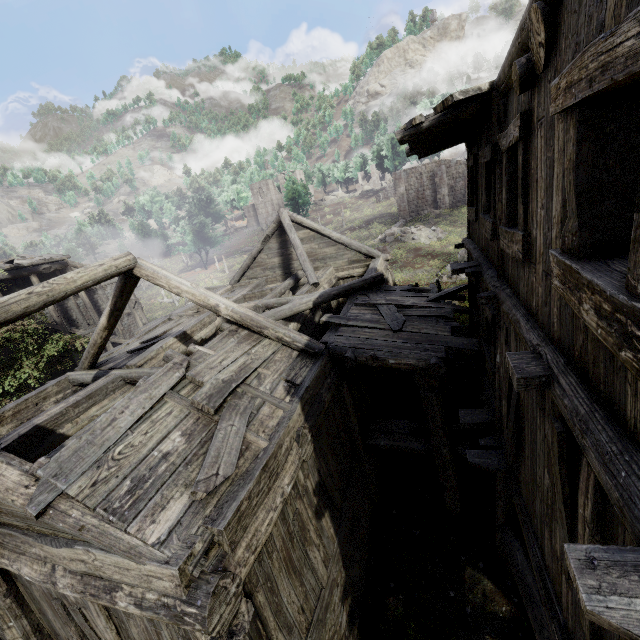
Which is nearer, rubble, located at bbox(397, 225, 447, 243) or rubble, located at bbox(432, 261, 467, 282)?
rubble, located at bbox(432, 261, 467, 282)

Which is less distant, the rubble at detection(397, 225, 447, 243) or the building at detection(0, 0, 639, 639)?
the building at detection(0, 0, 639, 639)

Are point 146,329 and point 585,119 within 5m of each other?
no

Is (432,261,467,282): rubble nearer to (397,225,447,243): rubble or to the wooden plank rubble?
(397,225,447,243): rubble

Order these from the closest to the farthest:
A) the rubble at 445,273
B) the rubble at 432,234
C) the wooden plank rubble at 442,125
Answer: the wooden plank rubble at 442,125 < the rubble at 445,273 < the rubble at 432,234

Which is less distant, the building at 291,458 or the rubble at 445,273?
the building at 291,458

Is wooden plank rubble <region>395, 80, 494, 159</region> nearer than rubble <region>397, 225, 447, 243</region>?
Yes

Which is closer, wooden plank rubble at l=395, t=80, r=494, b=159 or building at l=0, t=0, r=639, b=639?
building at l=0, t=0, r=639, b=639
